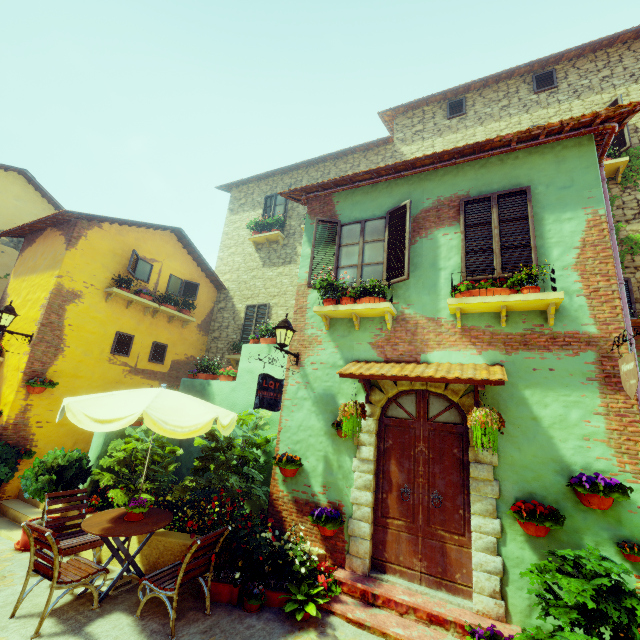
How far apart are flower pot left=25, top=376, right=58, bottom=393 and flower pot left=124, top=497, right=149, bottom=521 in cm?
481

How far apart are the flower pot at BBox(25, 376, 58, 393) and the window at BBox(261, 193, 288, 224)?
8.8m

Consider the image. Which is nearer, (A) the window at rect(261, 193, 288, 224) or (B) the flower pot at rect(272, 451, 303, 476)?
(B) the flower pot at rect(272, 451, 303, 476)

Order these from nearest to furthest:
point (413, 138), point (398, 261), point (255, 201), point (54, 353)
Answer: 1. point (398, 261)
2. point (54, 353)
3. point (413, 138)
4. point (255, 201)

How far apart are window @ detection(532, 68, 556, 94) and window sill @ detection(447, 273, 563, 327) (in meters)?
8.63

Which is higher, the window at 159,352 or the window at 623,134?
the window at 623,134

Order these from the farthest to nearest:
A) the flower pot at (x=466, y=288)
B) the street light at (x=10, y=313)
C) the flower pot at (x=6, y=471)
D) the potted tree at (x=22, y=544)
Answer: the street light at (x=10, y=313)
the flower pot at (x=6, y=471)
the potted tree at (x=22, y=544)
the flower pot at (x=466, y=288)

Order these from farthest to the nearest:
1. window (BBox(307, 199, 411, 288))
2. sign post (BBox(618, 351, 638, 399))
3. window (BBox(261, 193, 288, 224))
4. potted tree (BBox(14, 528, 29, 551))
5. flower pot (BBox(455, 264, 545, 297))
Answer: window (BBox(261, 193, 288, 224)) → window (BBox(307, 199, 411, 288)) → potted tree (BBox(14, 528, 29, 551)) → flower pot (BBox(455, 264, 545, 297)) → sign post (BBox(618, 351, 638, 399))
